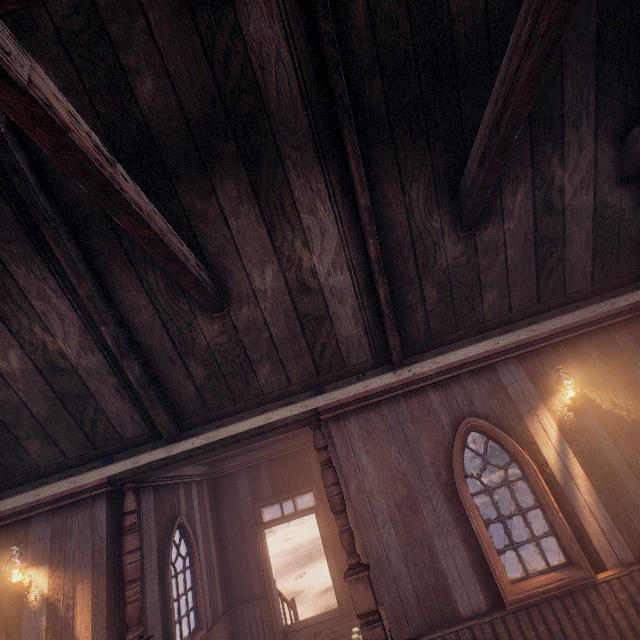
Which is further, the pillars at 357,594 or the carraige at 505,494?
the carraige at 505,494

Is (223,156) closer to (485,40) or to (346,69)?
(346,69)

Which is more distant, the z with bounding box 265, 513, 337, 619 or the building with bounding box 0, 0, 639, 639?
the z with bounding box 265, 513, 337, 619

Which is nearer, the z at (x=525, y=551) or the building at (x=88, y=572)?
the building at (x=88, y=572)

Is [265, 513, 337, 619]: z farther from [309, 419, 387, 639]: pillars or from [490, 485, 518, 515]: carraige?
[309, 419, 387, 639]: pillars

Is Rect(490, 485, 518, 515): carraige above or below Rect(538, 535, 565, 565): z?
above

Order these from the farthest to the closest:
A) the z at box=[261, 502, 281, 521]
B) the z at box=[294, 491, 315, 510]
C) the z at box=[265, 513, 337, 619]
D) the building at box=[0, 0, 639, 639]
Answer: the z at box=[261, 502, 281, 521] → the z at box=[294, 491, 315, 510] → the z at box=[265, 513, 337, 619] → the building at box=[0, 0, 639, 639]
